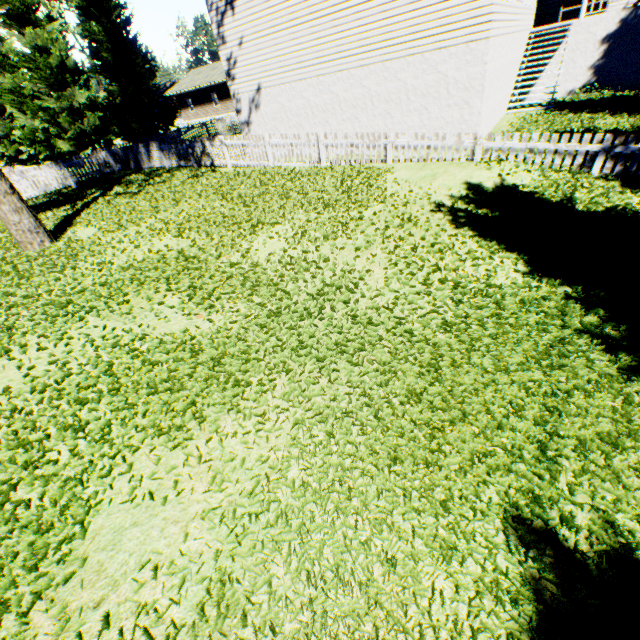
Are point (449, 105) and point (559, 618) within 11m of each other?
no

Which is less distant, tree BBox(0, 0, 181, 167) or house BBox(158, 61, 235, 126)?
tree BBox(0, 0, 181, 167)

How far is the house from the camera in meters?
40.2 m

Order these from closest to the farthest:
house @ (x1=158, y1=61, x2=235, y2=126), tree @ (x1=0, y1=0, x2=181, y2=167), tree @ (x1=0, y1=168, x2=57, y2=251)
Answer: tree @ (x1=0, y1=168, x2=57, y2=251) < tree @ (x1=0, y1=0, x2=181, y2=167) < house @ (x1=158, y1=61, x2=235, y2=126)

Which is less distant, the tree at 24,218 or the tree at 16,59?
the tree at 24,218

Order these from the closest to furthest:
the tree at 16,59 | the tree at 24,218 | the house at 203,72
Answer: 1. the tree at 24,218
2. the tree at 16,59
3. the house at 203,72

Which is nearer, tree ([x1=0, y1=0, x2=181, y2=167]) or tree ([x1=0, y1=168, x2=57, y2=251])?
tree ([x1=0, y1=168, x2=57, y2=251])

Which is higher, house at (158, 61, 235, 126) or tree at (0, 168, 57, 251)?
house at (158, 61, 235, 126)
